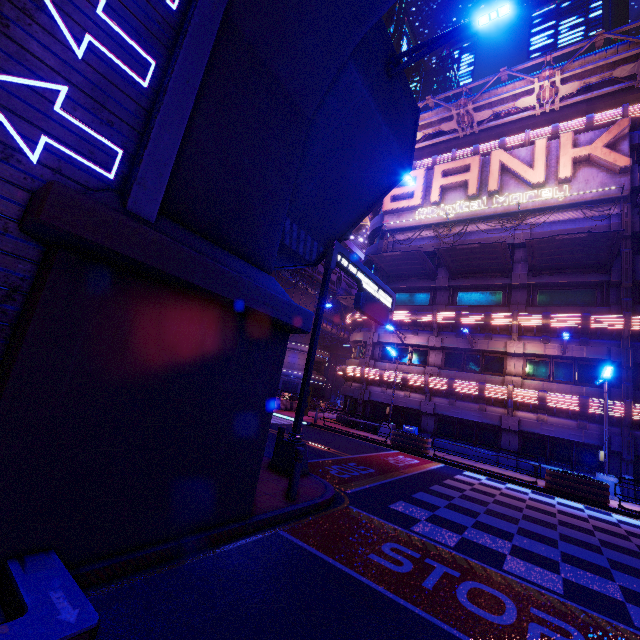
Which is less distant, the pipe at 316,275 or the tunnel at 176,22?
the tunnel at 176,22

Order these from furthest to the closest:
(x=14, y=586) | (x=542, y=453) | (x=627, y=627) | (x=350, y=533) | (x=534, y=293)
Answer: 1. (x=534, y=293)
2. (x=542, y=453)
3. (x=350, y=533)
4. (x=627, y=627)
5. (x=14, y=586)

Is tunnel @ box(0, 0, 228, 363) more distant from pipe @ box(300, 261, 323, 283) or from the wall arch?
pipe @ box(300, 261, 323, 283)

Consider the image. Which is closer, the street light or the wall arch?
the wall arch

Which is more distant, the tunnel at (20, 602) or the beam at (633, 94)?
the beam at (633, 94)

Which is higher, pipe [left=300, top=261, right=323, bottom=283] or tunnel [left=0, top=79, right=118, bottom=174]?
pipe [left=300, top=261, right=323, bottom=283]

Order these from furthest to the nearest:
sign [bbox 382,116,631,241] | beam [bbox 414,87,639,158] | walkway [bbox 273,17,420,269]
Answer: beam [bbox 414,87,639,158] < sign [bbox 382,116,631,241] < walkway [bbox 273,17,420,269]

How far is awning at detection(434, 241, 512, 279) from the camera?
19.52m
